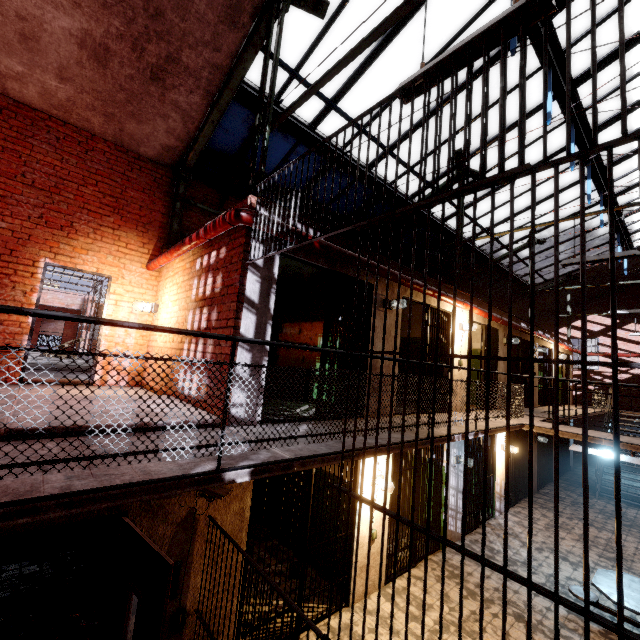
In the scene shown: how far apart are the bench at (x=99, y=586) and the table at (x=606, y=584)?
7.7 meters

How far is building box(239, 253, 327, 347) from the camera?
4.2 meters

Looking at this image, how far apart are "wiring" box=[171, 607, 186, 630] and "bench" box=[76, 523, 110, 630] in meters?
2.5

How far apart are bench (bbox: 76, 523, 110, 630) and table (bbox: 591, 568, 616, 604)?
7.7 meters

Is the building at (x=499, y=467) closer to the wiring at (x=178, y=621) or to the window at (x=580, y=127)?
the wiring at (x=178, y=621)

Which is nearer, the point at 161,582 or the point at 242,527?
the point at 161,582

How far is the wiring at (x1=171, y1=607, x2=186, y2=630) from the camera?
3.4m

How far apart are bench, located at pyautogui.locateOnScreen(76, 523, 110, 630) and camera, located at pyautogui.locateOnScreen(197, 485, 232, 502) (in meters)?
3.04
